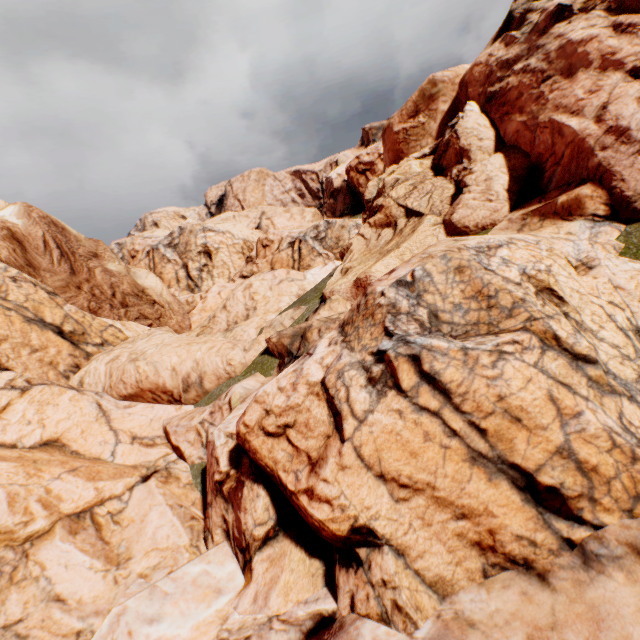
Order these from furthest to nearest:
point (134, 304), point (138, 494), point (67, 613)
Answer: point (134, 304), point (138, 494), point (67, 613)
